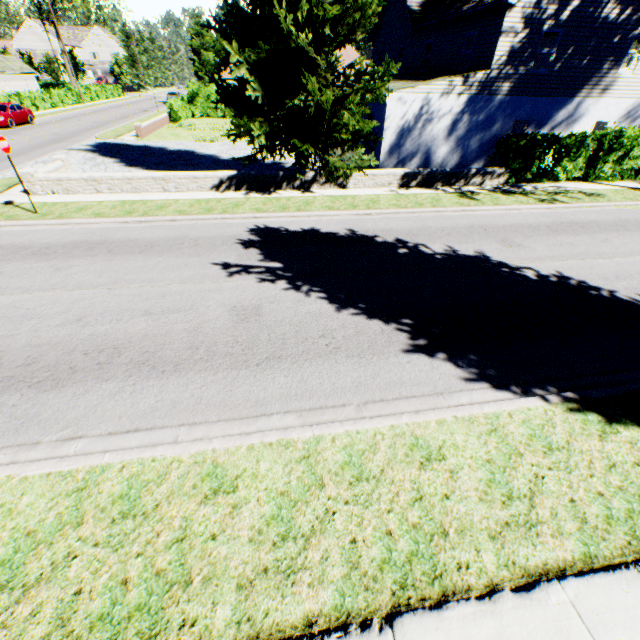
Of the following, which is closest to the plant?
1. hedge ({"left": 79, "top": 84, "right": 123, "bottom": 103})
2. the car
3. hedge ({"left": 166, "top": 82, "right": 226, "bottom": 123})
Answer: hedge ({"left": 166, "top": 82, "right": 226, "bottom": 123})

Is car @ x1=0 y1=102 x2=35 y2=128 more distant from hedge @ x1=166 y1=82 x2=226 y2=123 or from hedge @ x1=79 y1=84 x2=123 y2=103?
hedge @ x1=79 y1=84 x2=123 y2=103

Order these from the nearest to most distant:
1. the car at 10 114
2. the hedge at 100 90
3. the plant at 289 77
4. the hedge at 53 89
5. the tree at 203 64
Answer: the plant at 289 77 → the car at 10 114 → the hedge at 53 89 → the tree at 203 64 → the hedge at 100 90

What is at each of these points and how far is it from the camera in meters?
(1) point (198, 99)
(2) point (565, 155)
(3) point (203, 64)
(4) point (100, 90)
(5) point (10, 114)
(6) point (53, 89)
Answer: (1) hedge, 34.7
(2) hedge, 15.3
(3) tree, 45.8
(4) hedge, 51.2
(5) car, 26.1
(6) hedge, 58.2

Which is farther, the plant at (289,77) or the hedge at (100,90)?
the hedge at (100,90)

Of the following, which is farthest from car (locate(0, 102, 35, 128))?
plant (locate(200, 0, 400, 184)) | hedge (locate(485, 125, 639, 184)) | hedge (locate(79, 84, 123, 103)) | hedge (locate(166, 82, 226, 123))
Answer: hedge (locate(485, 125, 639, 184))

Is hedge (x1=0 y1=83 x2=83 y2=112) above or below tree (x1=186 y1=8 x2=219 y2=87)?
below

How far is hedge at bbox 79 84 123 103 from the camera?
46.84m
